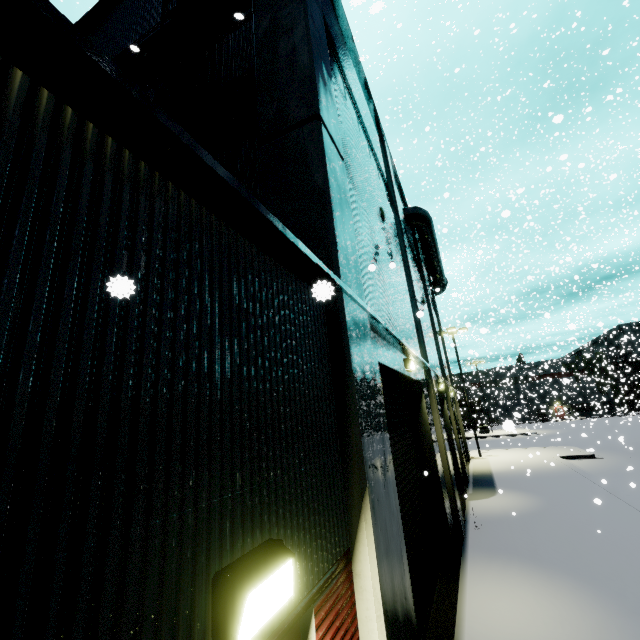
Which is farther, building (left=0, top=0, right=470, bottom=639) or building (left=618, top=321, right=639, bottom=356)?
building (left=618, top=321, right=639, bottom=356)

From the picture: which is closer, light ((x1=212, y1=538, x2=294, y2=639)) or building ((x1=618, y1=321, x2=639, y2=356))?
light ((x1=212, y1=538, x2=294, y2=639))

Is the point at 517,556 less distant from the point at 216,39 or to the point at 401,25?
the point at 216,39

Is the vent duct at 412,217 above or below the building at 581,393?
above

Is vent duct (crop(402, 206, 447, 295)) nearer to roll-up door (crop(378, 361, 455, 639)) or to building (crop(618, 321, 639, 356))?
building (crop(618, 321, 639, 356))

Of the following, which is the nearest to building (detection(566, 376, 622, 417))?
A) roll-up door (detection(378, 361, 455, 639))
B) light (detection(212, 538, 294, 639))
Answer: roll-up door (detection(378, 361, 455, 639))

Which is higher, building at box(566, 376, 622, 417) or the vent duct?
the vent duct

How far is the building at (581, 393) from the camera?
39.8m
